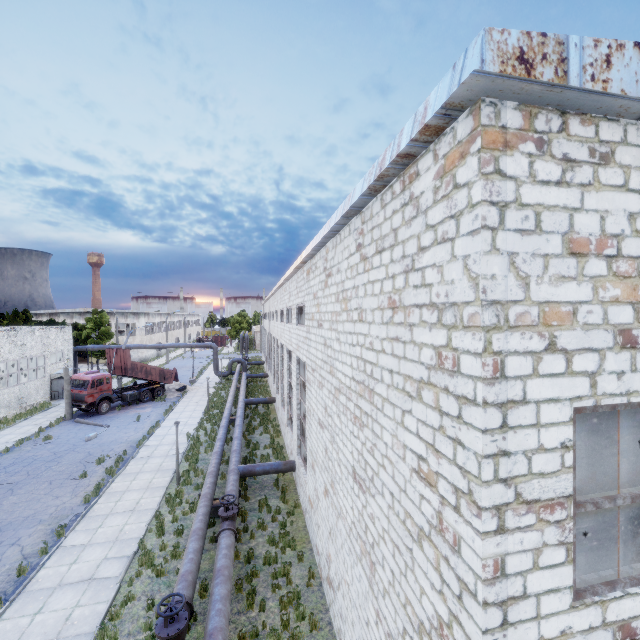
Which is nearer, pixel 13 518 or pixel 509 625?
pixel 509 625

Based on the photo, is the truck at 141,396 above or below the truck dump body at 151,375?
below

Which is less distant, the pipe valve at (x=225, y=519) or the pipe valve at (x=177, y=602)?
the pipe valve at (x=177, y=602)

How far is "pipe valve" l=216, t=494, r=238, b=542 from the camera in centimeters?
1138cm

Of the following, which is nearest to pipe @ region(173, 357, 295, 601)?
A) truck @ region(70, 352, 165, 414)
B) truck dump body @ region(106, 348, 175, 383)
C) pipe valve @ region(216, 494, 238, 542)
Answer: pipe valve @ region(216, 494, 238, 542)

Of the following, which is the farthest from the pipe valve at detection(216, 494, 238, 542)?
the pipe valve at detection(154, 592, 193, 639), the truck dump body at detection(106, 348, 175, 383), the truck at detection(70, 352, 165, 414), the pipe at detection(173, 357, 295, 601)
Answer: the truck dump body at detection(106, 348, 175, 383)

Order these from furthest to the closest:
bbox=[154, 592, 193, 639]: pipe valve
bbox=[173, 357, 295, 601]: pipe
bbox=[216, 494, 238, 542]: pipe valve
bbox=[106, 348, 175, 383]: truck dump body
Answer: bbox=[106, 348, 175, 383]: truck dump body → bbox=[216, 494, 238, 542]: pipe valve → bbox=[173, 357, 295, 601]: pipe → bbox=[154, 592, 193, 639]: pipe valve

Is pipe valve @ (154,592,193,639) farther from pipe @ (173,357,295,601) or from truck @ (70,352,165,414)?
truck @ (70,352,165,414)
